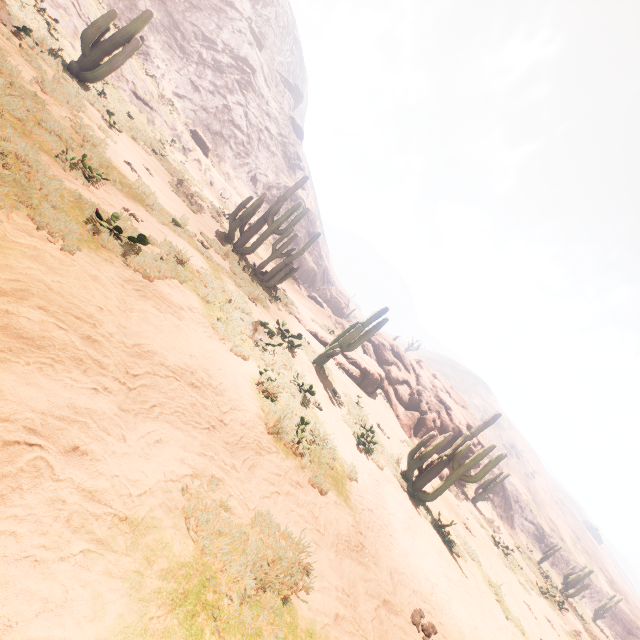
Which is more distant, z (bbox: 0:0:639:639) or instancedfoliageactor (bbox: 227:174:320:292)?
instancedfoliageactor (bbox: 227:174:320:292)

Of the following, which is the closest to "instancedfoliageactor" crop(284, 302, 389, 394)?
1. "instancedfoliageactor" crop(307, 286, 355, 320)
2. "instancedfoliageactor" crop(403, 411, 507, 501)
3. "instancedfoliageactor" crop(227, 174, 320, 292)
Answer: "instancedfoliageactor" crop(227, 174, 320, 292)

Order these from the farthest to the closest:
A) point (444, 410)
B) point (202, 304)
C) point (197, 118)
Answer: point (197, 118)
point (444, 410)
point (202, 304)

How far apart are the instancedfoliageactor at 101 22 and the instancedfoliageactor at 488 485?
32.0m

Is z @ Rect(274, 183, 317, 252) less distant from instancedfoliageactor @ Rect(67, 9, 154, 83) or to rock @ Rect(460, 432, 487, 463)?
instancedfoliageactor @ Rect(67, 9, 154, 83)

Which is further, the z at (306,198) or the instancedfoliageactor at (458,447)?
the z at (306,198)

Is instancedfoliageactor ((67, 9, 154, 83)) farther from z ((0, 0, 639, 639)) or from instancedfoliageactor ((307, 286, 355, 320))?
instancedfoliageactor ((307, 286, 355, 320))

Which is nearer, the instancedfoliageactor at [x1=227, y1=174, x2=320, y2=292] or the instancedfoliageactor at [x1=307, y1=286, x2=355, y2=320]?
the instancedfoliageactor at [x1=227, y1=174, x2=320, y2=292]
